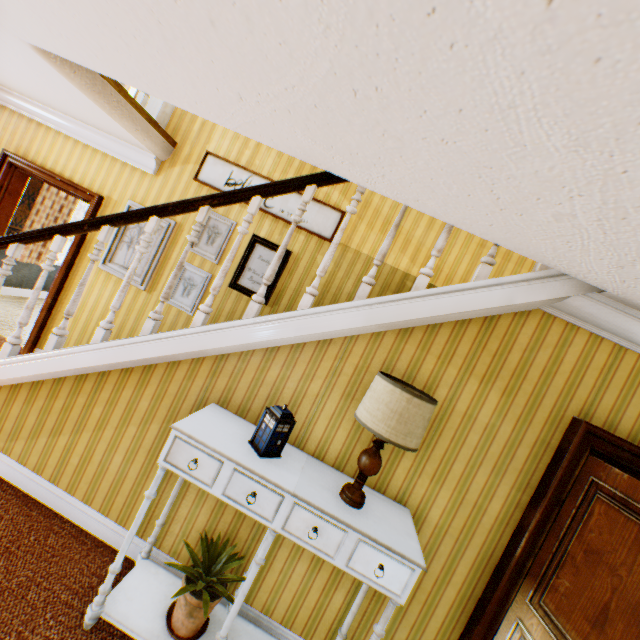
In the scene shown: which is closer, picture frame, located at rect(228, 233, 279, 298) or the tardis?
the tardis

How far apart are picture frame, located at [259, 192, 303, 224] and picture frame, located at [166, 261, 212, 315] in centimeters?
100cm

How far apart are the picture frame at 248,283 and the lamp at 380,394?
2.30m

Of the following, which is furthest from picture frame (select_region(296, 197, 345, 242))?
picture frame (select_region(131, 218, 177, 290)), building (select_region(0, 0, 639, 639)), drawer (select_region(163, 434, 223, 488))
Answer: drawer (select_region(163, 434, 223, 488))

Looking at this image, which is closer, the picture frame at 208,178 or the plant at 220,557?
the plant at 220,557

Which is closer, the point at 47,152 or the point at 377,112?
the point at 377,112

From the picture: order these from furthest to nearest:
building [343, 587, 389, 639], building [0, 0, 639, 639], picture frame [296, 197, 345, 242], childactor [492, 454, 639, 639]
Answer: picture frame [296, 197, 345, 242] < building [343, 587, 389, 639] < childactor [492, 454, 639, 639] < building [0, 0, 639, 639]

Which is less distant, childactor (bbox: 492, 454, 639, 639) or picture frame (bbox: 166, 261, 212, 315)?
childactor (bbox: 492, 454, 639, 639)
